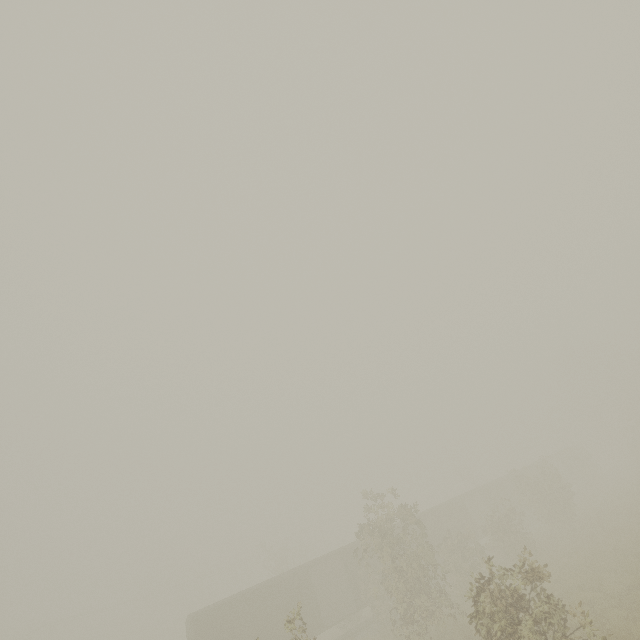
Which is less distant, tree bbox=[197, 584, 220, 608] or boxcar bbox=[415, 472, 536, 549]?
boxcar bbox=[415, 472, 536, 549]

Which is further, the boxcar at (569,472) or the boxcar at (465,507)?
the boxcar at (569,472)

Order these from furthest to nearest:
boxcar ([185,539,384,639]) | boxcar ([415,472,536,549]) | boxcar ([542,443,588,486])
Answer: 1. boxcar ([542,443,588,486])
2. boxcar ([415,472,536,549])
3. boxcar ([185,539,384,639])

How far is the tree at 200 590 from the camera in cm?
4893

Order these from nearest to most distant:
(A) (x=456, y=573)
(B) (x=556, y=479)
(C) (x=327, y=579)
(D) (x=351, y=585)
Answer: (A) (x=456, y=573)
(D) (x=351, y=585)
(C) (x=327, y=579)
(B) (x=556, y=479)

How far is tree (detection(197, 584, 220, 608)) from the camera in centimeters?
4893cm

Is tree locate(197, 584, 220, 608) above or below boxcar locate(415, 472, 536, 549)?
above
